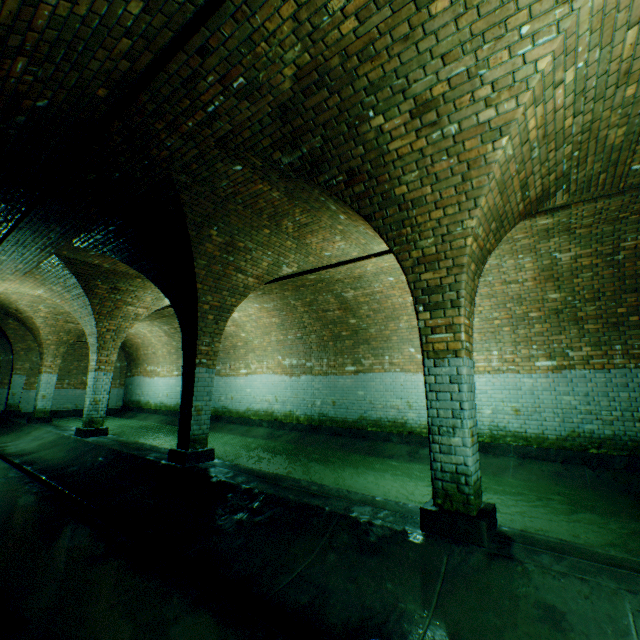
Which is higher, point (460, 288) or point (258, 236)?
point (258, 236)
